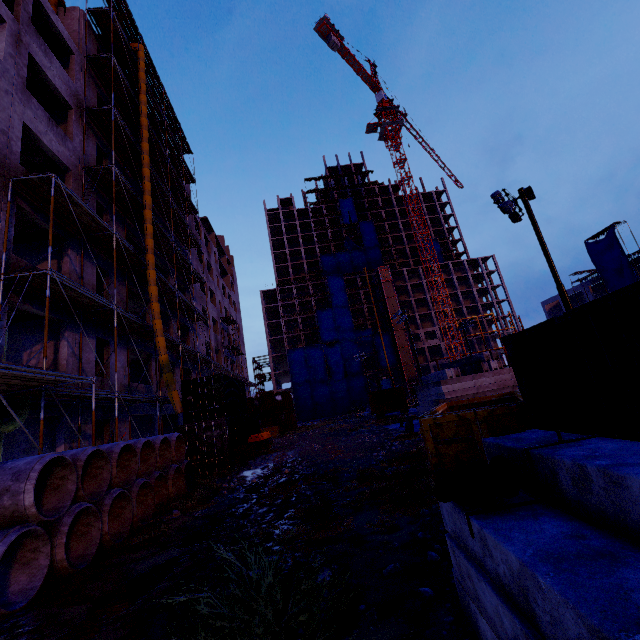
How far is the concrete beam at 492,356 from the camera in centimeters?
1638cm

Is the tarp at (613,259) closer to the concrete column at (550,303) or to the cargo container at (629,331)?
the concrete column at (550,303)

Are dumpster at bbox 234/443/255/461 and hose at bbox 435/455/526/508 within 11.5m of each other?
no

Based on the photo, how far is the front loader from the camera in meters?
32.2 m

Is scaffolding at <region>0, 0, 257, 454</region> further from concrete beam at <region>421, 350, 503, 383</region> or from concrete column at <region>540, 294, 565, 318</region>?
concrete column at <region>540, 294, 565, 318</region>

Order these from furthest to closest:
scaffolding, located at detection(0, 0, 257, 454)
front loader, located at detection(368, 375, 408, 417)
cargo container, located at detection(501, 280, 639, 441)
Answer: front loader, located at detection(368, 375, 408, 417)
scaffolding, located at detection(0, 0, 257, 454)
cargo container, located at detection(501, 280, 639, 441)

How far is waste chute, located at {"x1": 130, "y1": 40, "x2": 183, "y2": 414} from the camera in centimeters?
1650cm

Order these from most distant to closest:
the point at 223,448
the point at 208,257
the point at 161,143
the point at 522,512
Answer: the point at 208,257
the point at 161,143
the point at 223,448
the point at 522,512
